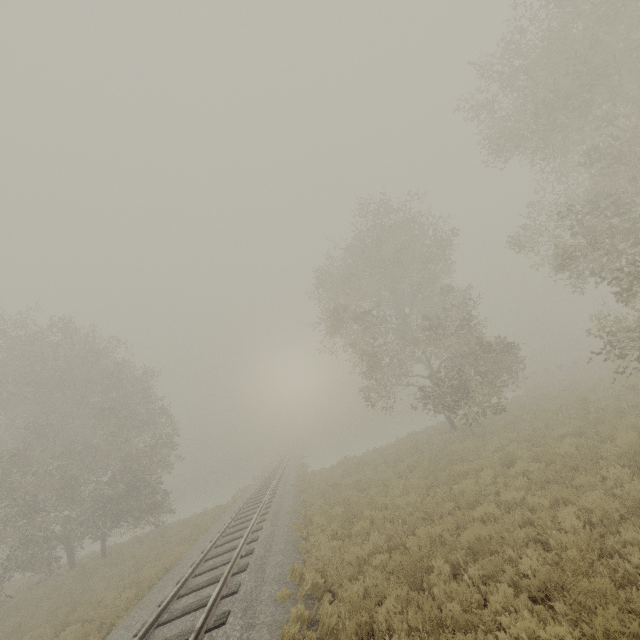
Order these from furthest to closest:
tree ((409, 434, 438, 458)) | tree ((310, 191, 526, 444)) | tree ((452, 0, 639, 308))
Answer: tree ((310, 191, 526, 444)), tree ((409, 434, 438, 458)), tree ((452, 0, 639, 308))

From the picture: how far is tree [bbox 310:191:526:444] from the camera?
18.7m

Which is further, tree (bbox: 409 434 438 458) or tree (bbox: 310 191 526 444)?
tree (bbox: 310 191 526 444)

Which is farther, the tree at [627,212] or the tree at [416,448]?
the tree at [416,448]

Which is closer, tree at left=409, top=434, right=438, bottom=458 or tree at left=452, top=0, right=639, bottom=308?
tree at left=452, top=0, right=639, bottom=308

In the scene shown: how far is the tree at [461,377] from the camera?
18.7m

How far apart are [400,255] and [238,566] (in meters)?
19.42
